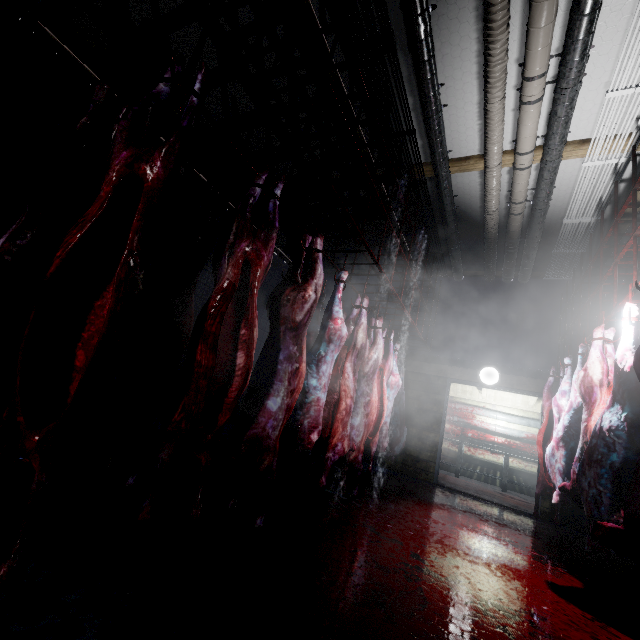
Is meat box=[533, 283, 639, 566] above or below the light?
below

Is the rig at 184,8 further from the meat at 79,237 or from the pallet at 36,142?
the pallet at 36,142

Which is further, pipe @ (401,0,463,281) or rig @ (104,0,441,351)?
pipe @ (401,0,463,281)

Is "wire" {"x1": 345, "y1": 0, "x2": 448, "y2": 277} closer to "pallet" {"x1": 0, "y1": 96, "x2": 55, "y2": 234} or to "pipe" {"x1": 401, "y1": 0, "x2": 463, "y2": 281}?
"pipe" {"x1": 401, "y1": 0, "x2": 463, "y2": 281}

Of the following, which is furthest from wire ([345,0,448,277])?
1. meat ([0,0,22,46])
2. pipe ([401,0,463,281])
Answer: meat ([0,0,22,46])

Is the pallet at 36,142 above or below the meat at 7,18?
above

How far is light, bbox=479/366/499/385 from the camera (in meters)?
5.59

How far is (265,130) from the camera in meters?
4.5
